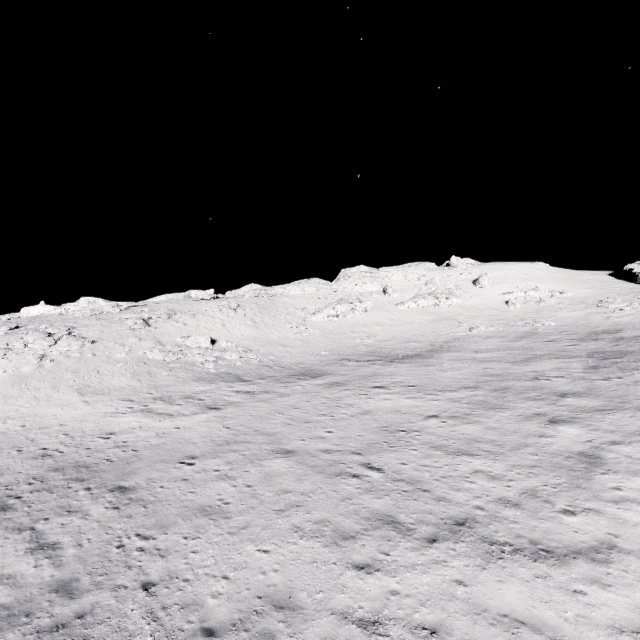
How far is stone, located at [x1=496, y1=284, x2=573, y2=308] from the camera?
50.9 meters

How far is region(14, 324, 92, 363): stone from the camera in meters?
28.9

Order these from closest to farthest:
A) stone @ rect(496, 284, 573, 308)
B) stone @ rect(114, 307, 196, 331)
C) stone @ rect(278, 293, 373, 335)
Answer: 1. stone @ rect(114, 307, 196, 331)
2. stone @ rect(278, 293, 373, 335)
3. stone @ rect(496, 284, 573, 308)

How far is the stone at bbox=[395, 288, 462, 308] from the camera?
53.9m

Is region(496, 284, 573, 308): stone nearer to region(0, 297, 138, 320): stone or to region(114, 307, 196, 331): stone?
region(0, 297, 138, 320): stone

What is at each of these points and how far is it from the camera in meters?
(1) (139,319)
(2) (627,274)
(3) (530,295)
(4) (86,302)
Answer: (1) stone, 38.3 m
(2) stone, 55.9 m
(3) stone, 54.0 m
(4) stone, 48.6 m

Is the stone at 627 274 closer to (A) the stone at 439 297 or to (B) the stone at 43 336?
(A) the stone at 439 297

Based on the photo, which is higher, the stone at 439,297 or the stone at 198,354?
the stone at 439,297
